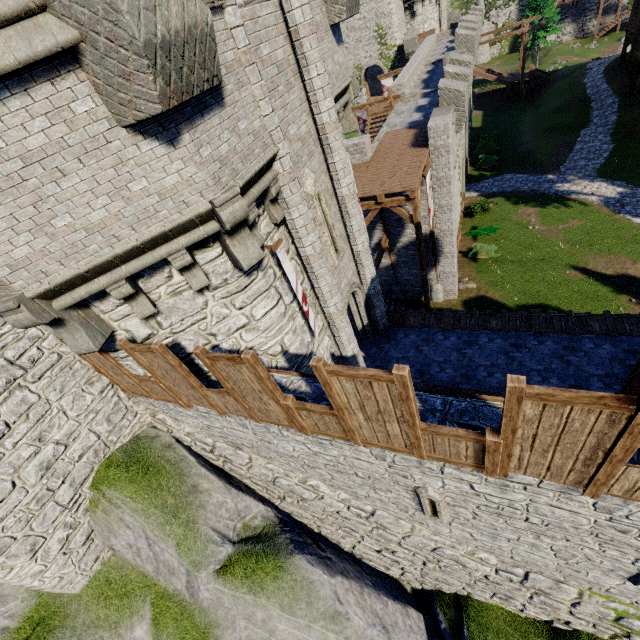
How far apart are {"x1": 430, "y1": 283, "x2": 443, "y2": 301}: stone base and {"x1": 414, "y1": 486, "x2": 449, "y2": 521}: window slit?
16.2 meters

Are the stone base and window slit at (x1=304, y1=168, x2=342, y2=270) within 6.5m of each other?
no

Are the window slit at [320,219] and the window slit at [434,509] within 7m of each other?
yes

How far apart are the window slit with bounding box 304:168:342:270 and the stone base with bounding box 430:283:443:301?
12.7 meters

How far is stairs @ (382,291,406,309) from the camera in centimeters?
2211cm

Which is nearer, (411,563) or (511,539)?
(511,539)

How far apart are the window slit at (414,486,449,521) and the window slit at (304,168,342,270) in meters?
5.9

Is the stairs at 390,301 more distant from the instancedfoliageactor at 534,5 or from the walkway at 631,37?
the instancedfoliageactor at 534,5
